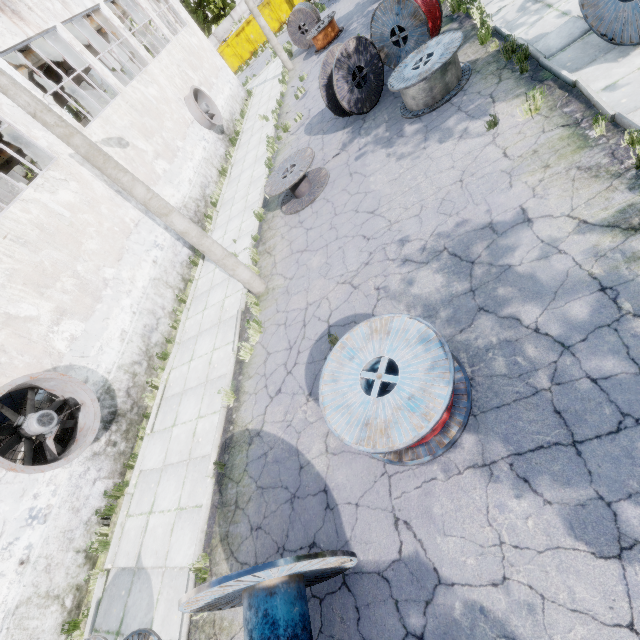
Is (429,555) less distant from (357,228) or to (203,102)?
(357,228)

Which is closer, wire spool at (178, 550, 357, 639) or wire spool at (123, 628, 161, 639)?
wire spool at (178, 550, 357, 639)

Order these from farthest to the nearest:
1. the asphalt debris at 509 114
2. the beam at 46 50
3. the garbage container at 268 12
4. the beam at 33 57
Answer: the garbage container at 268 12 < the beam at 46 50 < the beam at 33 57 < the asphalt debris at 509 114

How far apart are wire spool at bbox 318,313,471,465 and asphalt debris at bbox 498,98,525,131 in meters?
4.8

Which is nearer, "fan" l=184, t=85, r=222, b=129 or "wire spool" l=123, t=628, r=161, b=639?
"wire spool" l=123, t=628, r=161, b=639

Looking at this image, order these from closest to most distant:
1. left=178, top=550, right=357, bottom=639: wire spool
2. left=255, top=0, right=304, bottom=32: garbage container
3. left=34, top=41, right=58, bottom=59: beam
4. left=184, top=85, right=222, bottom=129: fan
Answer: left=178, top=550, right=357, bottom=639: wire spool, left=34, top=41, right=58, bottom=59: beam, left=184, top=85, right=222, bottom=129: fan, left=255, top=0, right=304, bottom=32: garbage container

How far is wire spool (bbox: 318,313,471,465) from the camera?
4.02m

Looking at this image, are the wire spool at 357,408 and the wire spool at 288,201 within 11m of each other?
yes
